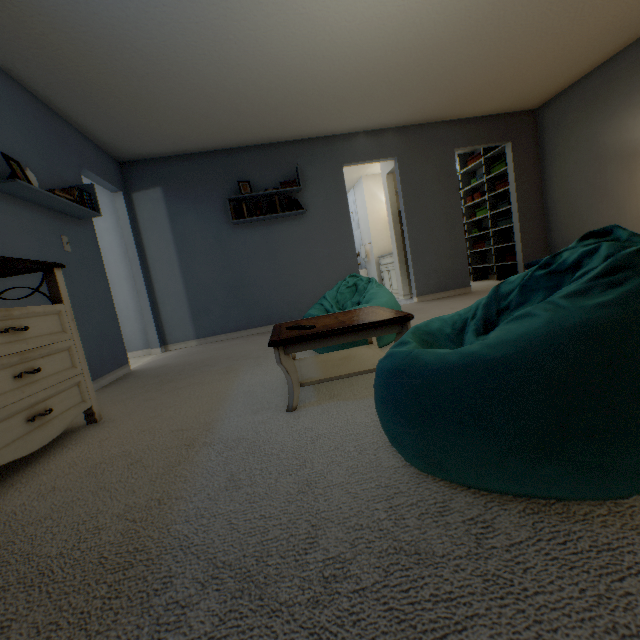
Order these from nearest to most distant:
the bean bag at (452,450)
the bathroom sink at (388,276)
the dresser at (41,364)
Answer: the bean bag at (452,450), the dresser at (41,364), the bathroom sink at (388,276)

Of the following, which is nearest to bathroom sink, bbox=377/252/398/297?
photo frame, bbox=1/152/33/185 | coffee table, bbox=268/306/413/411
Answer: coffee table, bbox=268/306/413/411

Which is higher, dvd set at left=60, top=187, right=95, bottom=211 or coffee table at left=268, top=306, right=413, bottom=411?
dvd set at left=60, top=187, right=95, bottom=211

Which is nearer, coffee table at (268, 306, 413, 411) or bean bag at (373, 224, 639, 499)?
bean bag at (373, 224, 639, 499)

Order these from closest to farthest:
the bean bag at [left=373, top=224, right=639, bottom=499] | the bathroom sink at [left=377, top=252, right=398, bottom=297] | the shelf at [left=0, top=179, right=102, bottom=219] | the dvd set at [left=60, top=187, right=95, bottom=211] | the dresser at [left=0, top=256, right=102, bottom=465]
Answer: the bean bag at [left=373, top=224, right=639, bottom=499] < the dresser at [left=0, top=256, right=102, bottom=465] < the shelf at [left=0, top=179, right=102, bottom=219] < the dvd set at [left=60, top=187, right=95, bottom=211] < the bathroom sink at [left=377, top=252, right=398, bottom=297]

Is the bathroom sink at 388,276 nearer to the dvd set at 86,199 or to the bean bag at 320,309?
the bean bag at 320,309

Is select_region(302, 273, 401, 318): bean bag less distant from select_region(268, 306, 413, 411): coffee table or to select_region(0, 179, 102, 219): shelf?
select_region(268, 306, 413, 411): coffee table

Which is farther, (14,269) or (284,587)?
(14,269)
